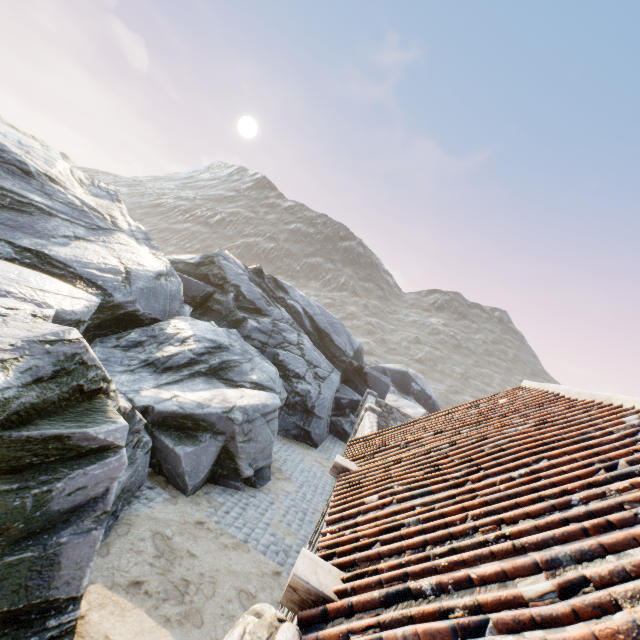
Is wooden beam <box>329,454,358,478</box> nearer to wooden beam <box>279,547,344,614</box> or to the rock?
wooden beam <box>279,547,344,614</box>

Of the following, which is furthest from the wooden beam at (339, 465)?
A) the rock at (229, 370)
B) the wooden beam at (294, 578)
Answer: the rock at (229, 370)

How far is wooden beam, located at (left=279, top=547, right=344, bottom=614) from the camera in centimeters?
253cm

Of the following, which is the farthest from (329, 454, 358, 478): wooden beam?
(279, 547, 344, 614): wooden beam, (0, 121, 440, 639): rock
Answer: (0, 121, 440, 639): rock

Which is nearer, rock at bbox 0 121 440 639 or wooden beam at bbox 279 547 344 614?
wooden beam at bbox 279 547 344 614

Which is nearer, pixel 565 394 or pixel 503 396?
pixel 565 394

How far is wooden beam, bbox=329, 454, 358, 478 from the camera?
5.42m

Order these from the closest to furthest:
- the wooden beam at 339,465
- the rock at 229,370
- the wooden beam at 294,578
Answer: the wooden beam at 294,578 < the rock at 229,370 < the wooden beam at 339,465
